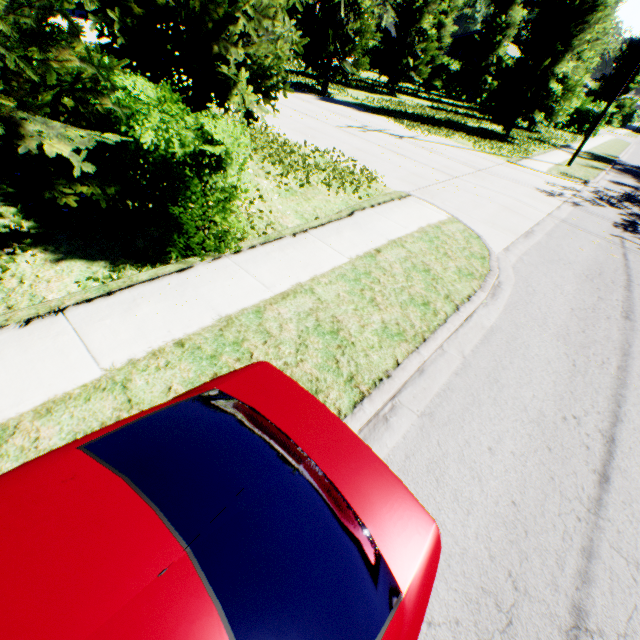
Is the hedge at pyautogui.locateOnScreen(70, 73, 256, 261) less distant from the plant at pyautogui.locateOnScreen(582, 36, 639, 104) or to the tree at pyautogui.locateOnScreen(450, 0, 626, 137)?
the tree at pyautogui.locateOnScreen(450, 0, 626, 137)

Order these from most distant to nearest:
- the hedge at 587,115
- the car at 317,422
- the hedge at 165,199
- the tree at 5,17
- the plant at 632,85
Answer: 1. the plant at 632,85
2. the hedge at 587,115
3. the hedge at 165,199
4. the tree at 5,17
5. the car at 317,422

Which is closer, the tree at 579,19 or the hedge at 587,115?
the tree at 579,19

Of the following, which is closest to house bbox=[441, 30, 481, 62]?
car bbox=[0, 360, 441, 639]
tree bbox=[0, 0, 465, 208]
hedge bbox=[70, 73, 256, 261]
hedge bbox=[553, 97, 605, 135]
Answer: tree bbox=[0, 0, 465, 208]

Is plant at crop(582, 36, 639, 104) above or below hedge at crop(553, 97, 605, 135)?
above

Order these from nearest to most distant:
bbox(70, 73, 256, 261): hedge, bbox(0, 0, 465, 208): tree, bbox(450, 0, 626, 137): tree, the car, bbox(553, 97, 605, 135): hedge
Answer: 1. the car
2. bbox(0, 0, 465, 208): tree
3. bbox(70, 73, 256, 261): hedge
4. bbox(450, 0, 626, 137): tree
5. bbox(553, 97, 605, 135): hedge

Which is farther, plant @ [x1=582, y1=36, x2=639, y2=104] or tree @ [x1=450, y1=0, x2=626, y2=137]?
plant @ [x1=582, y1=36, x2=639, y2=104]

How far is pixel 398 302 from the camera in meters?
5.0
